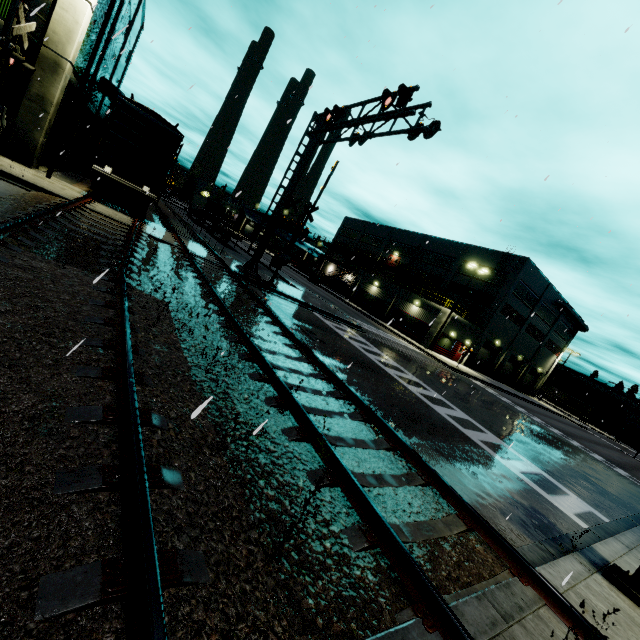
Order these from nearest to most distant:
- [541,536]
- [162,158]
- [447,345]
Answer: [541,536]
[162,158]
[447,345]

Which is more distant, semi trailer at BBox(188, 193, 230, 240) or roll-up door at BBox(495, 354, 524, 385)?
roll-up door at BBox(495, 354, 524, 385)

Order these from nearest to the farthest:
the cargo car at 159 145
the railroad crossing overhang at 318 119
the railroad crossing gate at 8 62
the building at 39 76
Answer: the railroad crossing gate at 8 62, the railroad crossing overhang at 318 119, the building at 39 76, the cargo car at 159 145

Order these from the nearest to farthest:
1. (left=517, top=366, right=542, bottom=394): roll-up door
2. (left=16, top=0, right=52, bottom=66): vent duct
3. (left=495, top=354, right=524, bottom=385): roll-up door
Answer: (left=16, top=0, right=52, bottom=66): vent duct, (left=495, top=354, right=524, bottom=385): roll-up door, (left=517, top=366, right=542, bottom=394): roll-up door

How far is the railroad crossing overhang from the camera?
10.9m

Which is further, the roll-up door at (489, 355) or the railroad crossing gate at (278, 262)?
the roll-up door at (489, 355)

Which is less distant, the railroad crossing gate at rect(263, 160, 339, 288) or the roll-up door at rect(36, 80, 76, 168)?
the roll-up door at rect(36, 80, 76, 168)

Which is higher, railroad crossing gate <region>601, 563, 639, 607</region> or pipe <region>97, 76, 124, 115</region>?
pipe <region>97, 76, 124, 115</region>
